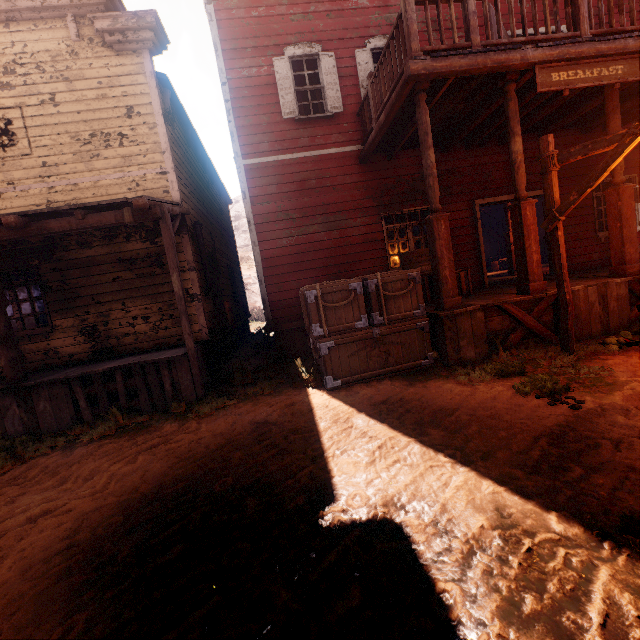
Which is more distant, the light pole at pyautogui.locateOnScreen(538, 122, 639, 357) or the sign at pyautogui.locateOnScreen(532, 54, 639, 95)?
the sign at pyautogui.locateOnScreen(532, 54, 639, 95)

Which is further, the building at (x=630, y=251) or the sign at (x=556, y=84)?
the building at (x=630, y=251)

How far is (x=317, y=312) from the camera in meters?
5.5 m

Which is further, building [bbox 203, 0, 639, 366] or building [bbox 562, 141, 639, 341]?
building [bbox 562, 141, 639, 341]

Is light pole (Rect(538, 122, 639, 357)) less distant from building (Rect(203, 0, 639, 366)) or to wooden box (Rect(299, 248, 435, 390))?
building (Rect(203, 0, 639, 366))

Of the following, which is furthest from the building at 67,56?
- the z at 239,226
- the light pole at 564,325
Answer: the light pole at 564,325

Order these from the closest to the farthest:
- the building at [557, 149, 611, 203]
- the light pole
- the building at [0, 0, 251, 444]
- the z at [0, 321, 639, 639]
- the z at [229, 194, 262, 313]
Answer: the z at [0, 321, 639, 639] → the light pole → the building at [0, 0, 251, 444] → the building at [557, 149, 611, 203] → the z at [229, 194, 262, 313]

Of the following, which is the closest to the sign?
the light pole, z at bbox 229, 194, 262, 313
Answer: the light pole
